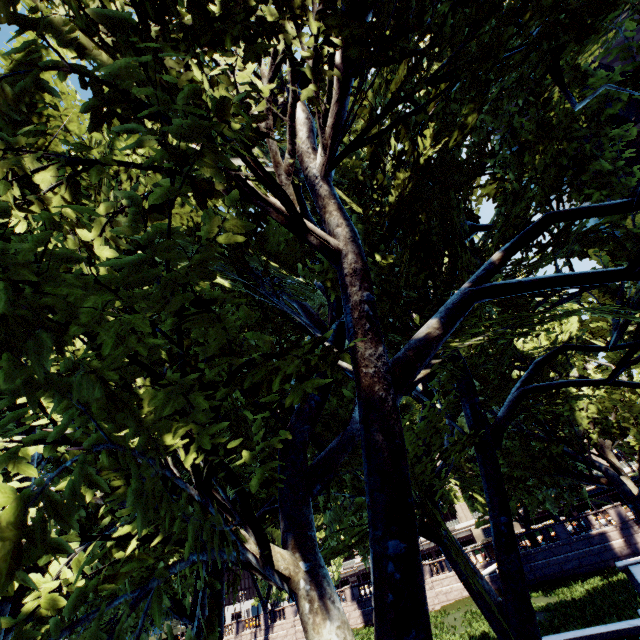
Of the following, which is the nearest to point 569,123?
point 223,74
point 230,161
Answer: point 223,74
